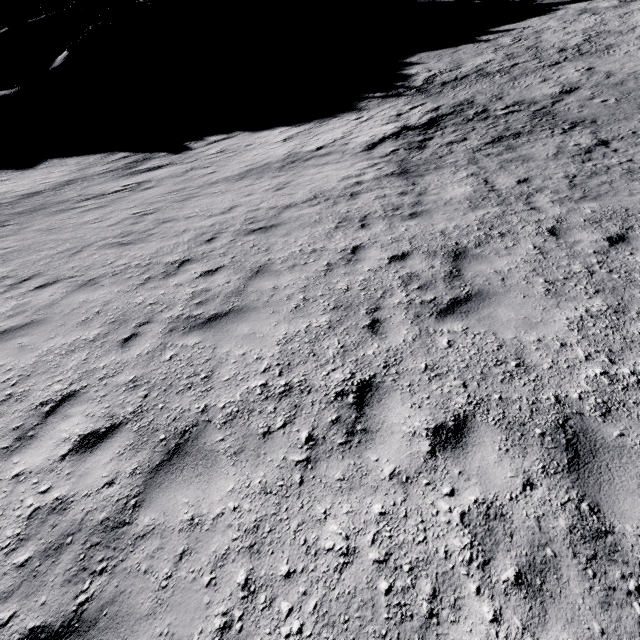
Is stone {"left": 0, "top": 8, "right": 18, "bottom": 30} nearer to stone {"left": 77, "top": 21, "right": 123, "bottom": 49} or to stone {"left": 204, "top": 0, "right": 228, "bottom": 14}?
stone {"left": 77, "top": 21, "right": 123, "bottom": 49}

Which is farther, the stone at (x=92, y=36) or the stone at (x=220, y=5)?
the stone at (x=220, y=5)

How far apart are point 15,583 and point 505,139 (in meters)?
17.52

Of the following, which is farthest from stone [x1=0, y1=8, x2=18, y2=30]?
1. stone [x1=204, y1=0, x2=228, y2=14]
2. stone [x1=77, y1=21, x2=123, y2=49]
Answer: stone [x1=204, y1=0, x2=228, y2=14]

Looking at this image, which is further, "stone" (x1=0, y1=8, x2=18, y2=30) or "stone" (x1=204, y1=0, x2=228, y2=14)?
"stone" (x1=204, y1=0, x2=228, y2=14)

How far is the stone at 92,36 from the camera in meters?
37.1 m
